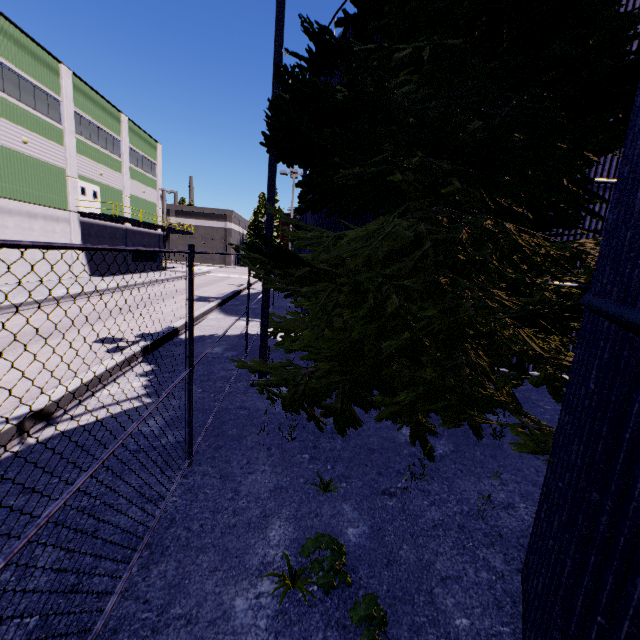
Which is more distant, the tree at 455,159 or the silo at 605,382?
the tree at 455,159

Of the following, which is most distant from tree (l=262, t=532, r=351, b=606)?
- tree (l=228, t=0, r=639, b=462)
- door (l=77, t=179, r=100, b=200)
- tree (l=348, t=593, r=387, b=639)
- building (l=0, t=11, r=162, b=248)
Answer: door (l=77, t=179, r=100, b=200)

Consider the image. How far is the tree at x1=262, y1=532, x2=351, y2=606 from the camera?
3.0 meters

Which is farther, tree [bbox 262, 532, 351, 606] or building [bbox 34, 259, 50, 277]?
building [bbox 34, 259, 50, 277]

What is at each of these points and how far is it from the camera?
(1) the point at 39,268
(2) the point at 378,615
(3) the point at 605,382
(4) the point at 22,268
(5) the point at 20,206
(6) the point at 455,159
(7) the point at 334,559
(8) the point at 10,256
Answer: (1) building, 21.97m
(2) tree, 2.73m
(3) silo, 1.97m
(4) building, 20.61m
(5) building, 20.16m
(6) tree, 3.64m
(7) tree, 3.16m
(8) building, 19.69m

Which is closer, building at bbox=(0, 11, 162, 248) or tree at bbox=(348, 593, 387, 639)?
tree at bbox=(348, 593, 387, 639)

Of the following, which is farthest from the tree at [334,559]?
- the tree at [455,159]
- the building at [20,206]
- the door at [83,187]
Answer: the door at [83,187]

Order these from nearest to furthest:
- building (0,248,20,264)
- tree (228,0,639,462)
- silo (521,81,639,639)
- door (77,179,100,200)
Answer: silo (521,81,639,639)
tree (228,0,639,462)
building (0,248,20,264)
door (77,179,100,200)
